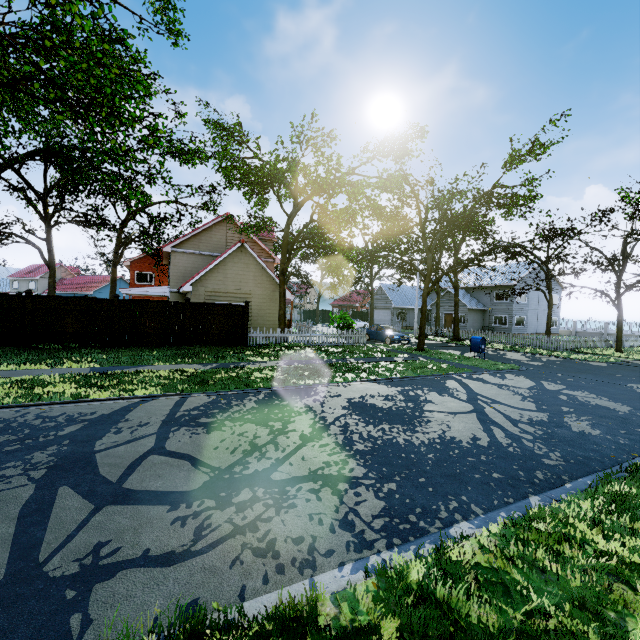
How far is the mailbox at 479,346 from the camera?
17.6m

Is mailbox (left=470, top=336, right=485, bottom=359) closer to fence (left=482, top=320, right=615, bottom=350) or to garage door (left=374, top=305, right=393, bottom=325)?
fence (left=482, top=320, right=615, bottom=350)

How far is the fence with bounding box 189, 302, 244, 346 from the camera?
16.34m

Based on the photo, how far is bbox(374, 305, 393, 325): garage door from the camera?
45.6m

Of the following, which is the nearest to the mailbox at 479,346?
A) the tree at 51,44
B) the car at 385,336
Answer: the tree at 51,44

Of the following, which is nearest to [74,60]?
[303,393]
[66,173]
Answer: [303,393]

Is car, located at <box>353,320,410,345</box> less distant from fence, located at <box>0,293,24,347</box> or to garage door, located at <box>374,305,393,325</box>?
fence, located at <box>0,293,24,347</box>
